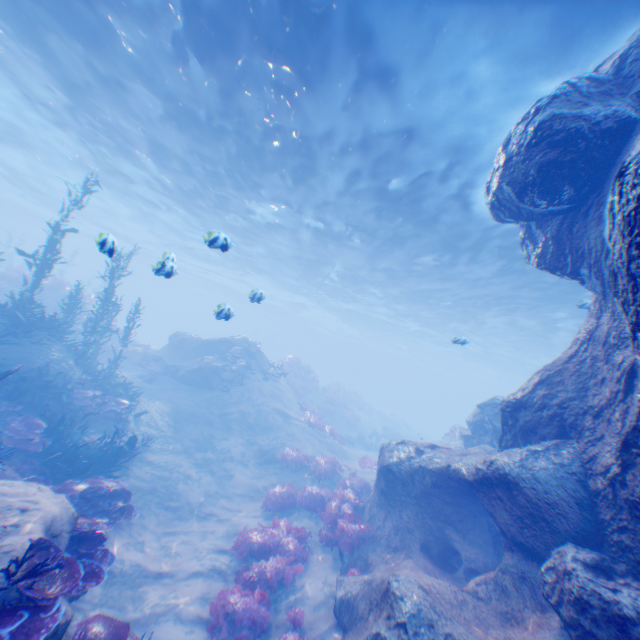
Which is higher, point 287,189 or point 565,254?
point 287,189

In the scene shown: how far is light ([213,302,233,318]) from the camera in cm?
880

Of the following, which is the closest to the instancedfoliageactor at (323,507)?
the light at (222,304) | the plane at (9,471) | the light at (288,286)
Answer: the plane at (9,471)

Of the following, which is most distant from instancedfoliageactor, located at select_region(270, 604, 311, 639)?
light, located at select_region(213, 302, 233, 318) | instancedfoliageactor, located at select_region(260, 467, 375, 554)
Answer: light, located at select_region(213, 302, 233, 318)

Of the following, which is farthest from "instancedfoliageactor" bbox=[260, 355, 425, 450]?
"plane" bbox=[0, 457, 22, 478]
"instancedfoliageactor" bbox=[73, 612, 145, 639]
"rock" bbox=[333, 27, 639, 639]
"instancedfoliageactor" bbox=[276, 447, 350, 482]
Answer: "instancedfoliageactor" bbox=[73, 612, 145, 639]

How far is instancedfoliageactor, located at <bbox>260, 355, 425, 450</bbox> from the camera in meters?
20.5

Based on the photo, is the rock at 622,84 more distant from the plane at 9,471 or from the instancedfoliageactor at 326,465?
the instancedfoliageactor at 326,465

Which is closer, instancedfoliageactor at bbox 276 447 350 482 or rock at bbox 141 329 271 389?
instancedfoliageactor at bbox 276 447 350 482
